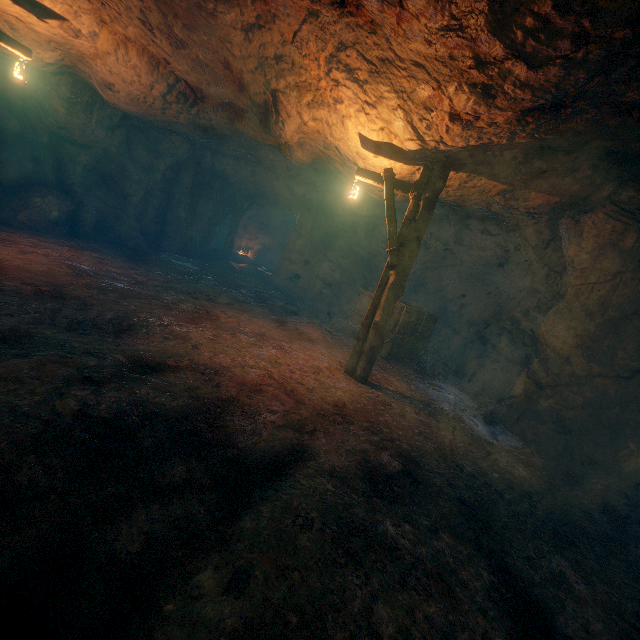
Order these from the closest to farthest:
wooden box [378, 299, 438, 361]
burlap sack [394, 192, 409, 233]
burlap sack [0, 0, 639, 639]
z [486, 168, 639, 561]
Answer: burlap sack [0, 0, 639, 639]
z [486, 168, 639, 561]
burlap sack [394, 192, 409, 233]
wooden box [378, 299, 438, 361]

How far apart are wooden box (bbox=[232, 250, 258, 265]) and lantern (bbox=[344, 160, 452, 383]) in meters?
18.2

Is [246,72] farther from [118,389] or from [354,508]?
[354,508]

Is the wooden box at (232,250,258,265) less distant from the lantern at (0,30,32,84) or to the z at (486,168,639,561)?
the lantern at (0,30,32,84)

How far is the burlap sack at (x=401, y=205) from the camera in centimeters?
909cm

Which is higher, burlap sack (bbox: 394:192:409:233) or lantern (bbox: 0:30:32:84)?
burlap sack (bbox: 394:192:409:233)

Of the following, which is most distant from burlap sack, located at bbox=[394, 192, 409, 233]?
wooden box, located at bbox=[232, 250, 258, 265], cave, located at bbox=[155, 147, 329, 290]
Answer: wooden box, located at bbox=[232, 250, 258, 265]

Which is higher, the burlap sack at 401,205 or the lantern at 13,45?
the burlap sack at 401,205
